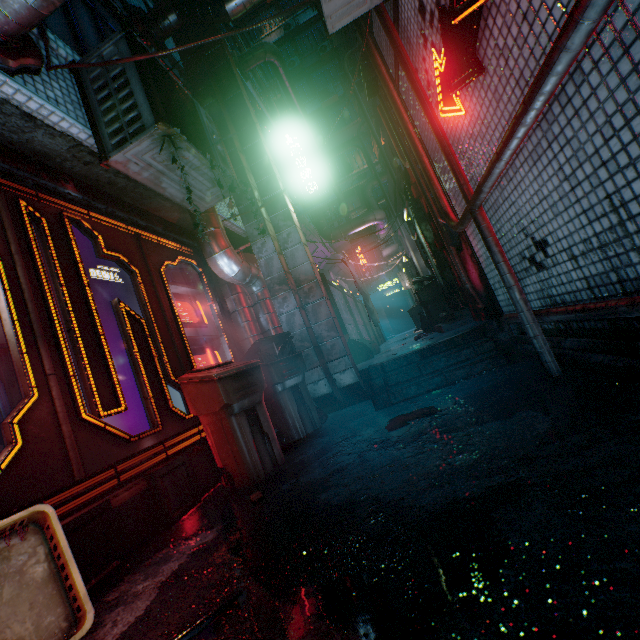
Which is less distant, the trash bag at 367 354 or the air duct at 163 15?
the air duct at 163 15

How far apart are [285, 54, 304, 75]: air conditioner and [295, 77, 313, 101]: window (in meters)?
0.43

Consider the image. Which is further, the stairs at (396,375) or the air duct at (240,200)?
the air duct at (240,200)

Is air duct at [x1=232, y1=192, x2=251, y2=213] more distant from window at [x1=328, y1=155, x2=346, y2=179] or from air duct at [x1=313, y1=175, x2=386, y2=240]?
window at [x1=328, y1=155, x2=346, y2=179]

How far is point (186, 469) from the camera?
2.6m

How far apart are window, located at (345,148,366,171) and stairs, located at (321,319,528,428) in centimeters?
1923cm

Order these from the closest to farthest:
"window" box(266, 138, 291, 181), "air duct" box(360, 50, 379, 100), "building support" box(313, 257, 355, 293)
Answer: "air duct" box(360, 50, 379, 100)
"window" box(266, 138, 291, 181)
"building support" box(313, 257, 355, 293)

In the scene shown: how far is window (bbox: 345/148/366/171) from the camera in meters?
20.5
